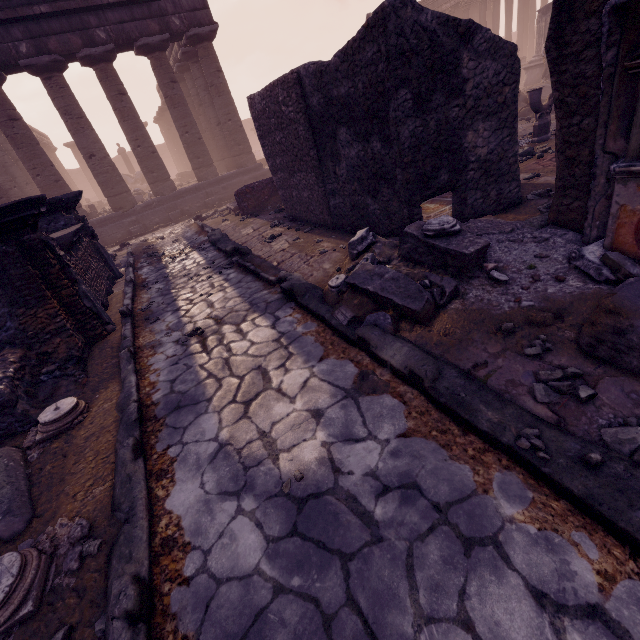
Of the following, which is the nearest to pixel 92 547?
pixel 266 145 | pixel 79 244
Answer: pixel 79 244

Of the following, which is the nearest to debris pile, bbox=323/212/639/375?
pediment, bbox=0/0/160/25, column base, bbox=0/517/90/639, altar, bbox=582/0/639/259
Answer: altar, bbox=582/0/639/259

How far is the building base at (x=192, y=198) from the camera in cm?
1420

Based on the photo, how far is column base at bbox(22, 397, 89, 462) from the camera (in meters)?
A: 3.22

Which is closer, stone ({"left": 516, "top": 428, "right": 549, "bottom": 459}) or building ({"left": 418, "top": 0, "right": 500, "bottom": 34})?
stone ({"left": 516, "top": 428, "right": 549, "bottom": 459})

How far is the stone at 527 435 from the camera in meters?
1.8 m

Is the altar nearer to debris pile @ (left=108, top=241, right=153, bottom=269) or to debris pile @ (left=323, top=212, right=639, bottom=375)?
debris pile @ (left=323, top=212, right=639, bottom=375)

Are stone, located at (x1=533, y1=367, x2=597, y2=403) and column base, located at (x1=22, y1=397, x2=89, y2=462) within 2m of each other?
no
